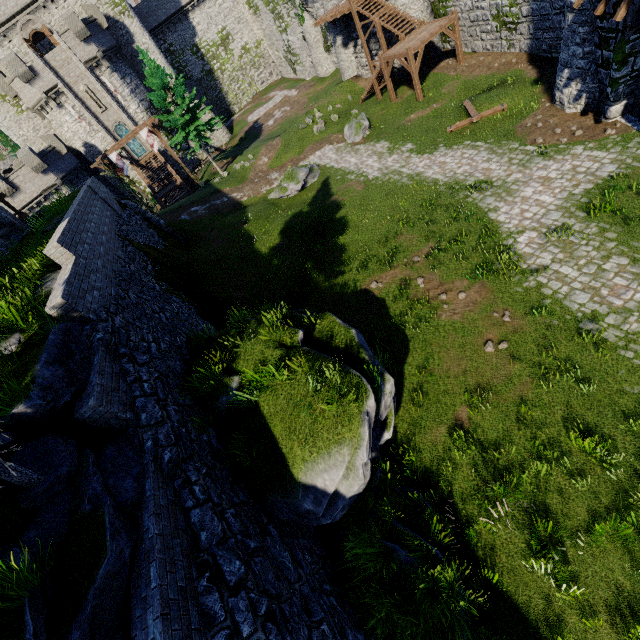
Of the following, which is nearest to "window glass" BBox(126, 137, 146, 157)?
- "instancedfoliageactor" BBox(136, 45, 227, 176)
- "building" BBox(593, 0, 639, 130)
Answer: "instancedfoliageactor" BBox(136, 45, 227, 176)

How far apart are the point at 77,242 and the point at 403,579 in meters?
13.4

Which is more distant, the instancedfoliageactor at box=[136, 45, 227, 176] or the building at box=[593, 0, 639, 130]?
the instancedfoliageactor at box=[136, 45, 227, 176]

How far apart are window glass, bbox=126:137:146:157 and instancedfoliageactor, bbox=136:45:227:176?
13.0m

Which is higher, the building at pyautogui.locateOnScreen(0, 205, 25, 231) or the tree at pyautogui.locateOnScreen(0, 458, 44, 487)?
the building at pyautogui.locateOnScreen(0, 205, 25, 231)

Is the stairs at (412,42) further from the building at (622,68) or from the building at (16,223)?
the building at (16,223)

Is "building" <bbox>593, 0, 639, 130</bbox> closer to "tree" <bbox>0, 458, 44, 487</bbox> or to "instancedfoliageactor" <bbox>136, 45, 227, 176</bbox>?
"tree" <bbox>0, 458, 44, 487</bbox>

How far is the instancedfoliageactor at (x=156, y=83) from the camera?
27.6 meters
